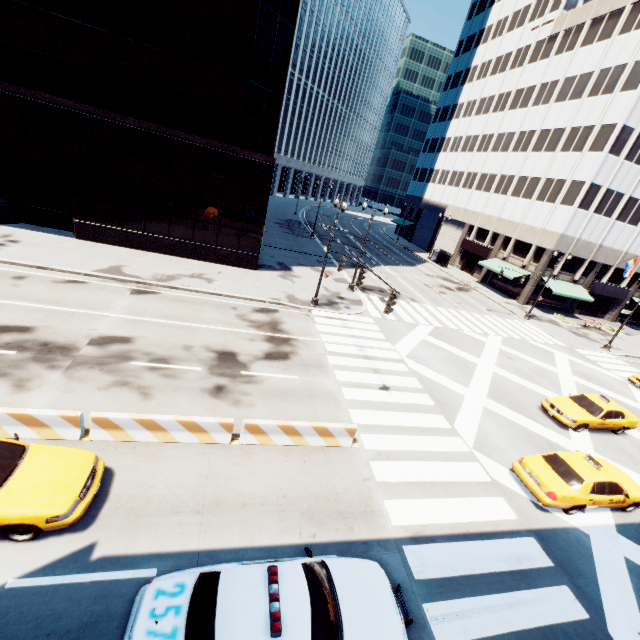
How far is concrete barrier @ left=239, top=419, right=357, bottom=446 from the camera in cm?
1047

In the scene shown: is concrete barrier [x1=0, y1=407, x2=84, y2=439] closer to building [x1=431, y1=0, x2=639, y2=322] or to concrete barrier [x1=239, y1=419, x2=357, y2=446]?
concrete barrier [x1=239, y1=419, x2=357, y2=446]

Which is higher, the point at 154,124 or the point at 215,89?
the point at 215,89

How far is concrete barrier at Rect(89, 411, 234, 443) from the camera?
9.3m

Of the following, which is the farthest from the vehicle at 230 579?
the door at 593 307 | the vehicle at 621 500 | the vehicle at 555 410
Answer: the door at 593 307

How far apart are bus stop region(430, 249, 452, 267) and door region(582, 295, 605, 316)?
18.2m

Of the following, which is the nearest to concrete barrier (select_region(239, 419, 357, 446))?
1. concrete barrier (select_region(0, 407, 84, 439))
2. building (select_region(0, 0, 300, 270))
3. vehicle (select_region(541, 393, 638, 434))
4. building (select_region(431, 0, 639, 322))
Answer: concrete barrier (select_region(0, 407, 84, 439))

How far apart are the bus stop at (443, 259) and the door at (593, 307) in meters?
18.2 m
